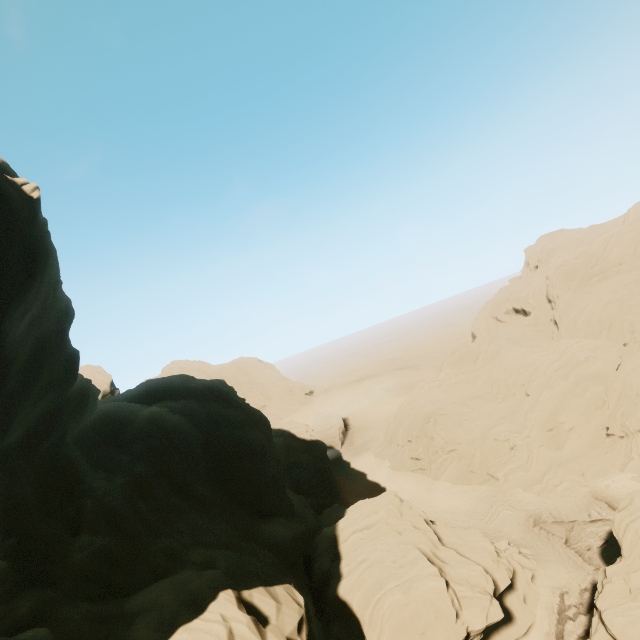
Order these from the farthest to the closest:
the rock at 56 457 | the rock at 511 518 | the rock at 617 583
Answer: the rock at 511 518 → the rock at 617 583 → the rock at 56 457

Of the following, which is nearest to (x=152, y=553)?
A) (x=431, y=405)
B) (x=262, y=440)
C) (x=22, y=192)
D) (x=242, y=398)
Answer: (x=262, y=440)

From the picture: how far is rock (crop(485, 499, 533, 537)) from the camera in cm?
3370

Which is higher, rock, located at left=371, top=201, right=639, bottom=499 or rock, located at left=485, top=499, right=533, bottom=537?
rock, located at left=371, top=201, right=639, bottom=499

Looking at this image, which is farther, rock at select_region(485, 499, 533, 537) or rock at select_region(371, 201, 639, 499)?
rock at select_region(371, 201, 639, 499)

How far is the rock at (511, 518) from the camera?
33.7 meters
